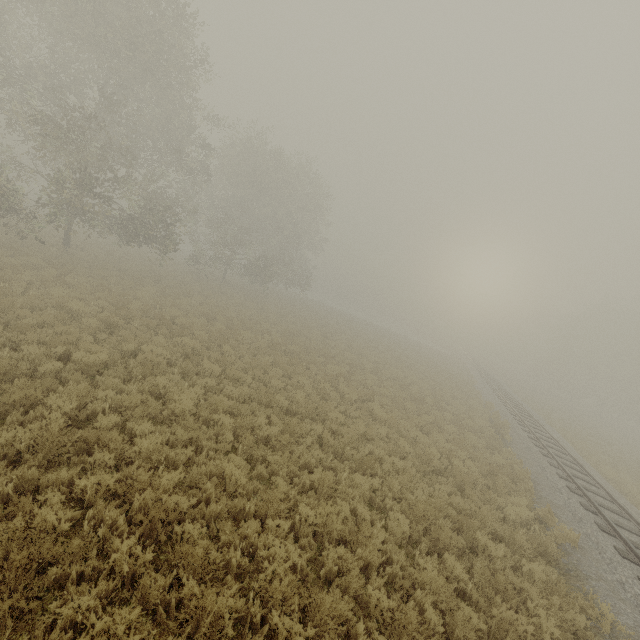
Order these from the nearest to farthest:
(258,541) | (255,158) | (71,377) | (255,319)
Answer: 1. (258,541)
2. (71,377)
3. (255,319)
4. (255,158)
